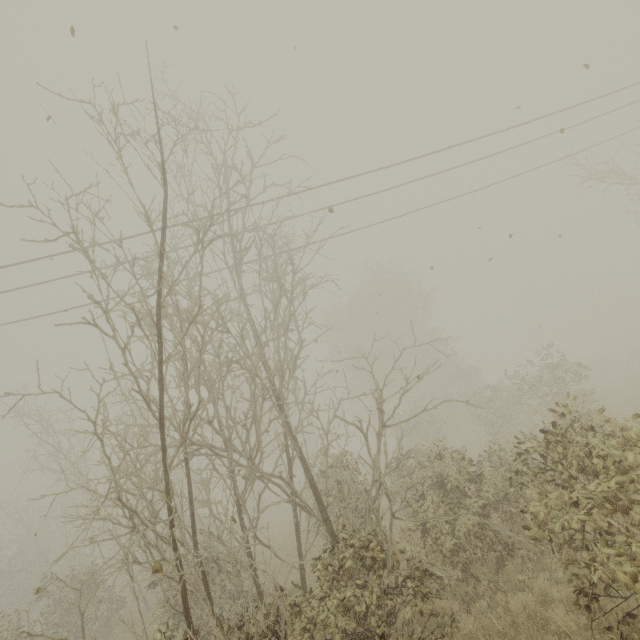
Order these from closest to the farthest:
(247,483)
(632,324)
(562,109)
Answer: (247,483)
(562,109)
(632,324)
